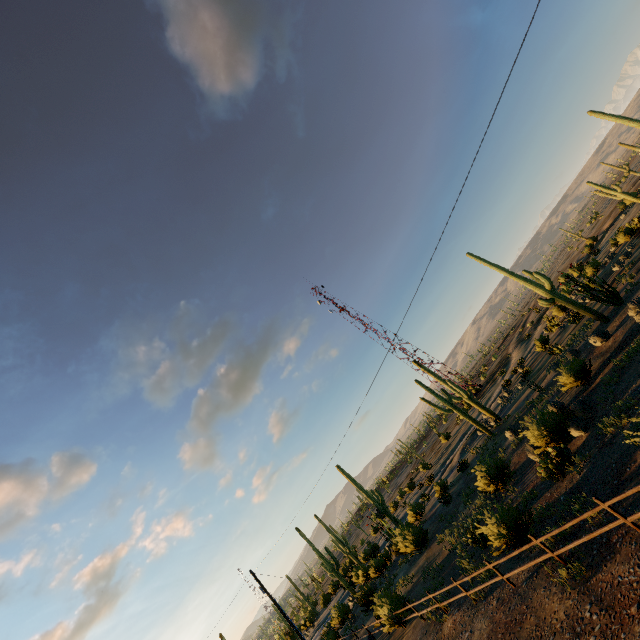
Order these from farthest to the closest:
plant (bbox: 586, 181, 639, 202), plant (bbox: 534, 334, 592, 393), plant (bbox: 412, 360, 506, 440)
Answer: plant (bbox: 586, 181, 639, 202) < plant (bbox: 412, 360, 506, 440) < plant (bbox: 534, 334, 592, 393)

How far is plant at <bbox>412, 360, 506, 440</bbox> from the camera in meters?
29.8

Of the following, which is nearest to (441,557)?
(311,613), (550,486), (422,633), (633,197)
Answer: (422,633)

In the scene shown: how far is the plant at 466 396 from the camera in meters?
29.8

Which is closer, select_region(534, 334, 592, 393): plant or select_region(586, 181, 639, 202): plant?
select_region(534, 334, 592, 393): plant

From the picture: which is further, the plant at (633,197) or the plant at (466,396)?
the plant at (633,197)
